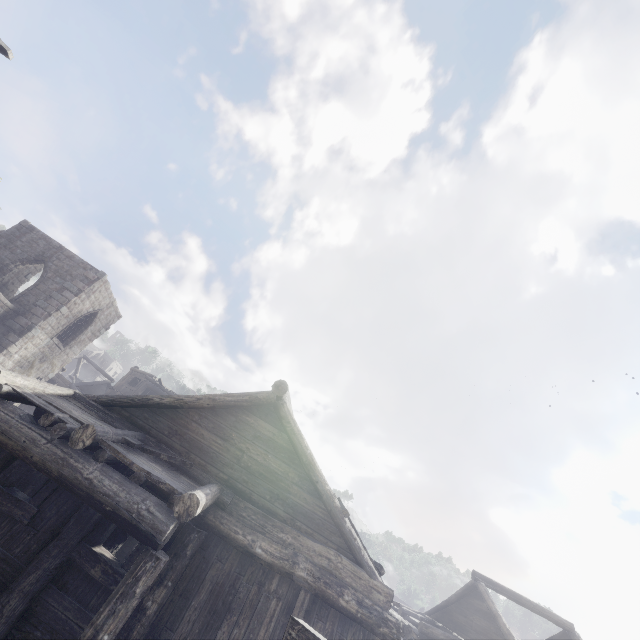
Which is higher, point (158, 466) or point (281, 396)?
point (281, 396)

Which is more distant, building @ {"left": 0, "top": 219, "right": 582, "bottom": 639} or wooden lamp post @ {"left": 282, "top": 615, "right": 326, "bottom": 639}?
building @ {"left": 0, "top": 219, "right": 582, "bottom": 639}

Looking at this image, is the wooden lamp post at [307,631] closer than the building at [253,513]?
Yes
